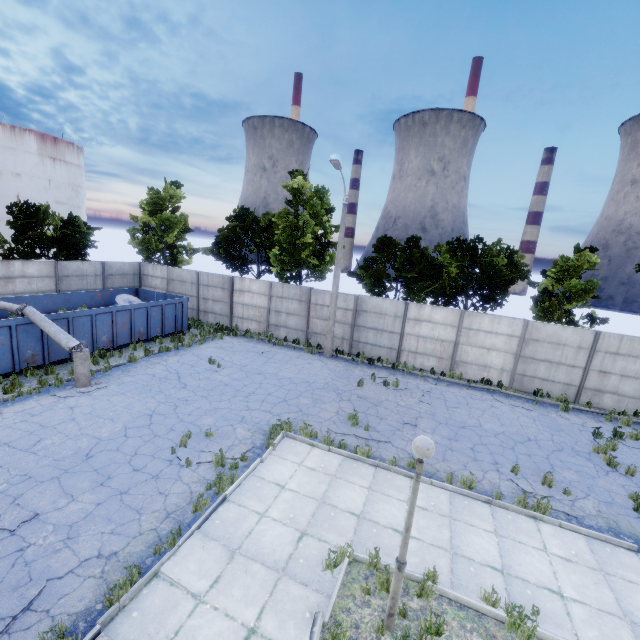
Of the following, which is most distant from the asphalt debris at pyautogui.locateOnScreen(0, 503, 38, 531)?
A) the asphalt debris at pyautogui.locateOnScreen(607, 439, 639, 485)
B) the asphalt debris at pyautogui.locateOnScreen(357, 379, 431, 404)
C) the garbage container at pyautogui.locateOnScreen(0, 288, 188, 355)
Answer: the asphalt debris at pyautogui.locateOnScreen(607, 439, 639, 485)

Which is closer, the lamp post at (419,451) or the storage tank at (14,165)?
the lamp post at (419,451)

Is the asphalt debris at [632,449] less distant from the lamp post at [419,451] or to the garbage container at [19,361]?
the lamp post at [419,451]

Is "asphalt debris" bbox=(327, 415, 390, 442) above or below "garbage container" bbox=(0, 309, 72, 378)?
below

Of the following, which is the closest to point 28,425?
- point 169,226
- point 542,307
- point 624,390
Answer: point 169,226

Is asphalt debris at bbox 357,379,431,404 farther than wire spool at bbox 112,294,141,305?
No

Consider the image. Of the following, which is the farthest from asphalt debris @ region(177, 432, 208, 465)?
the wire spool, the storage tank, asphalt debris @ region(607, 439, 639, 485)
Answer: the storage tank

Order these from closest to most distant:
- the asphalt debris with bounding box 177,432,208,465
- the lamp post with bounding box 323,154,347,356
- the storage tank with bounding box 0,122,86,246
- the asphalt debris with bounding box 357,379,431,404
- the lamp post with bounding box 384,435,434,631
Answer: the lamp post with bounding box 384,435,434,631
the asphalt debris with bounding box 177,432,208,465
the asphalt debris with bounding box 357,379,431,404
the lamp post with bounding box 323,154,347,356
the storage tank with bounding box 0,122,86,246
